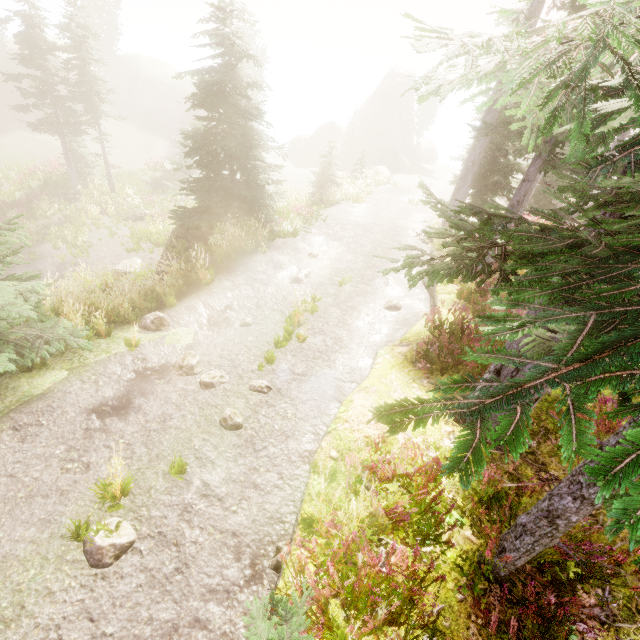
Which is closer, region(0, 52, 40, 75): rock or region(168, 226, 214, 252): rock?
region(168, 226, 214, 252): rock

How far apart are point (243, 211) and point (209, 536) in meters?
12.0 m

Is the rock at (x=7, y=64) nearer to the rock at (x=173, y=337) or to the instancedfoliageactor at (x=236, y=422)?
the instancedfoliageactor at (x=236, y=422)

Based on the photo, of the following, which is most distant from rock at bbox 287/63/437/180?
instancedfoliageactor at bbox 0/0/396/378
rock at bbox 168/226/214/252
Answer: rock at bbox 168/226/214/252

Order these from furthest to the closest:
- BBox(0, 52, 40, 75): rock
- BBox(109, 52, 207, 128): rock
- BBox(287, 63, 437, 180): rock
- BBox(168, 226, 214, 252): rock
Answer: BBox(287, 63, 437, 180): rock
BBox(109, 52, 207, 128): rock
BBox(0, 52, 40, 75): rock
BBox(168, 226, 214, 252): rock

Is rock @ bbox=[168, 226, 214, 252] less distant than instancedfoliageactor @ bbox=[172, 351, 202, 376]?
No

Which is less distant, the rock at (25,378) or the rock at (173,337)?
the rock at (25,378)

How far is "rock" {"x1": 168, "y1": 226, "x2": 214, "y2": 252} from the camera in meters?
14.1
